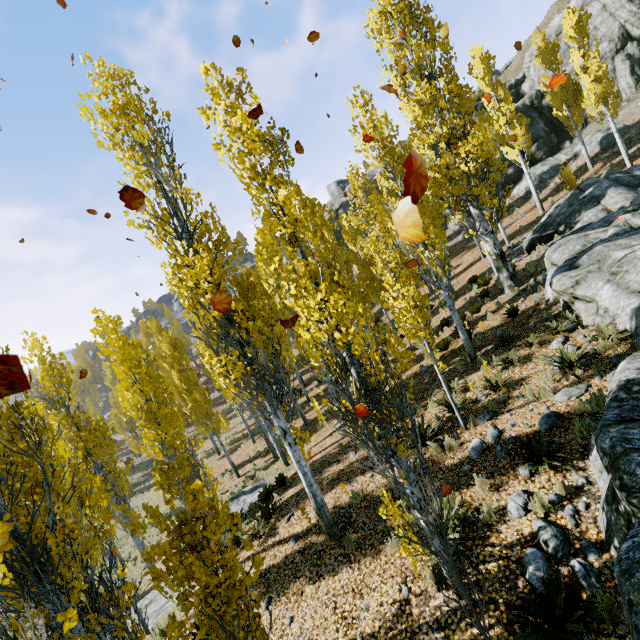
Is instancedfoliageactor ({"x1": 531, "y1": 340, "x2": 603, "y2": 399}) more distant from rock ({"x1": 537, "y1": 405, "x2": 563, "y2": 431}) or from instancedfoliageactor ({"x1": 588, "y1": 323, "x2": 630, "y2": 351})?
instancedfoliageactor ({"x1": 588, "y1": 323, "x2": 630, "y2": 351})

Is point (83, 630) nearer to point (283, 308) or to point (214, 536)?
point (214, 536)

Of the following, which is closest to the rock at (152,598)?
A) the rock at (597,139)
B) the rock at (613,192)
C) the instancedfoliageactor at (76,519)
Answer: the instancedfoliageactor at (76,519)

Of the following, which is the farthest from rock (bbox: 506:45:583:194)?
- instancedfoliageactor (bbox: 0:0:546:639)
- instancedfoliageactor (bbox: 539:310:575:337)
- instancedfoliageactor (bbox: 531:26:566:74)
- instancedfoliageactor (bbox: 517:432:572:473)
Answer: instancedfoliageactor (bbox: 517:432:572:473)

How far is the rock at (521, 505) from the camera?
5.4m

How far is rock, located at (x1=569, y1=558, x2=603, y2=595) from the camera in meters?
4.0 m

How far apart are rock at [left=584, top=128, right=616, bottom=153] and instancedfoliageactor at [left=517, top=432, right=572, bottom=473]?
30.23m

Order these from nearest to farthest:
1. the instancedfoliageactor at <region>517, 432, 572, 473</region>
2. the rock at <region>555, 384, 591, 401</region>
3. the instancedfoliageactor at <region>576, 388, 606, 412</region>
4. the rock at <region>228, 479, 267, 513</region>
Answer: the instancedfoliageactor at <region>517, 432, 572, 473</region>, the instancedfoliageactor at <region>576, 388, 606, 412</region>, the rock at <region>555, 384, 591, 401</region>, the rock at <region>228, 479, 267, 513</region>
